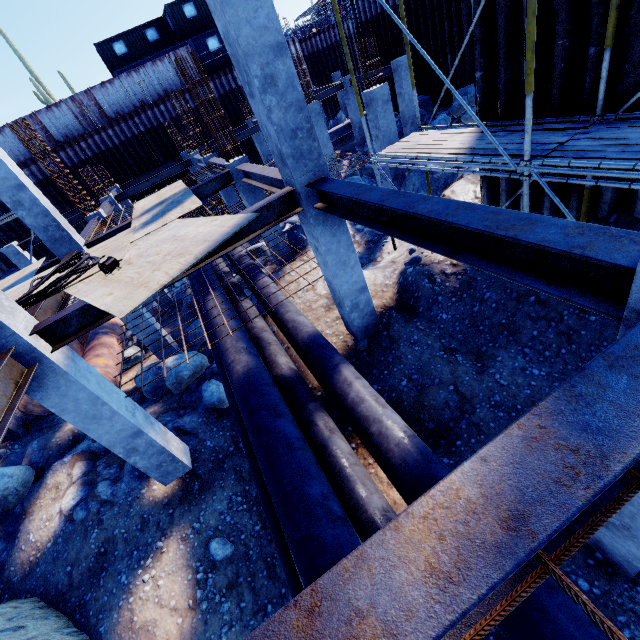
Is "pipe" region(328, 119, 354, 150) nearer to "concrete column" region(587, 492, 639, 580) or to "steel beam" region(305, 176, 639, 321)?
"steel beam" region(305, 176, 639, 321)

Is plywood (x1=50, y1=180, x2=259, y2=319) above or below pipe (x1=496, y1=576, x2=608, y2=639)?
above

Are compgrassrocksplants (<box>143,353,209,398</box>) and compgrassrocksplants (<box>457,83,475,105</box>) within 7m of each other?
no

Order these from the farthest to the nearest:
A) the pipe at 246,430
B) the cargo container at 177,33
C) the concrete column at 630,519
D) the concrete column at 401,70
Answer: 1. the cargo container at 177,33
2. the concrete column at 401,70
3. the pipe at 246,430
4. the concrete column at 630,519

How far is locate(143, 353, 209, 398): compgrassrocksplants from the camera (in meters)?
9.09

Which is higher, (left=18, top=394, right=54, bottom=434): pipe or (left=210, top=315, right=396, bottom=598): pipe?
(left=210, top=315, right=396, bottom=598): pipe

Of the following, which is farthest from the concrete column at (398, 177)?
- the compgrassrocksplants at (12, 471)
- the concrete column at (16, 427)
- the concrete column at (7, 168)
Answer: the concrete column at (16, 427)

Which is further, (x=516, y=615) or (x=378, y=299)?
(x=378, y=299)
